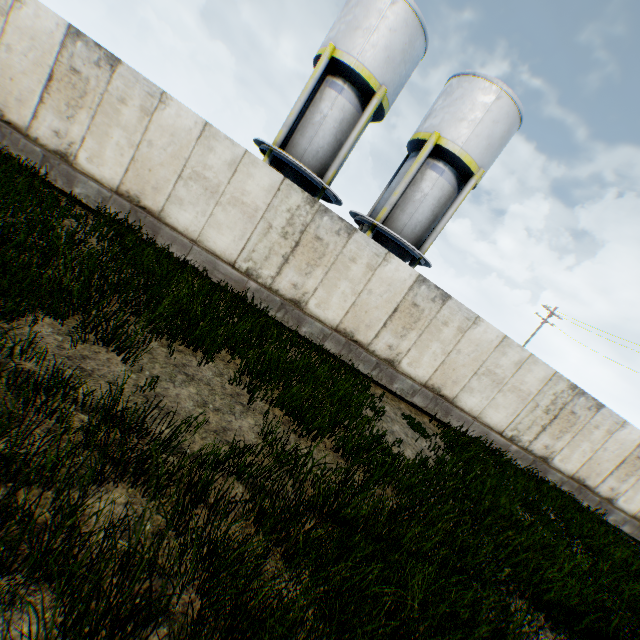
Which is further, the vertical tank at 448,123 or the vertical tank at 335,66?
the vertical tank at 448,123

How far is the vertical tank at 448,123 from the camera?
14.0m

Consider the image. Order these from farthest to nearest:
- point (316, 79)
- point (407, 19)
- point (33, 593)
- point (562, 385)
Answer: point (316, 79) → point (407, 19) → point (562, 385) → point (33, 593)

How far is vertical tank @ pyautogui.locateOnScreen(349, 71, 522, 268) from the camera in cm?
1402

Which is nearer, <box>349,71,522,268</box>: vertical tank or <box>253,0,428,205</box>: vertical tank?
<box>253,0,428,205</box>: vertical tank
